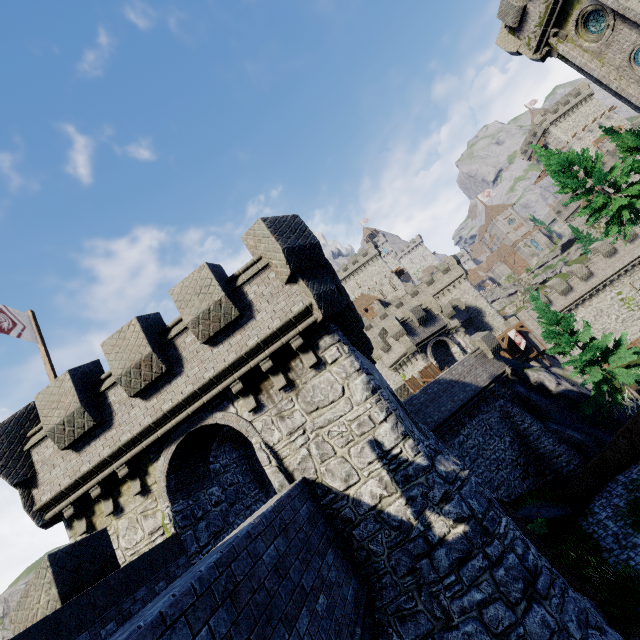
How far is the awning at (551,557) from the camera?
7.71m

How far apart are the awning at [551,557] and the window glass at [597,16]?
27.1m

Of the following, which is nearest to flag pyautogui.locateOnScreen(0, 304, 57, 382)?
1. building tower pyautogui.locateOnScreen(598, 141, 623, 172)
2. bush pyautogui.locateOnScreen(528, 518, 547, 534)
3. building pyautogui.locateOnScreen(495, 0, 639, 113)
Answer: bush pyautogui.locateOnScreen(528, 518, 547, 534)

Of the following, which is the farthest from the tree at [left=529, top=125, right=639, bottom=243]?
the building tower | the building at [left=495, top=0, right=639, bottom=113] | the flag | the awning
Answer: the flag

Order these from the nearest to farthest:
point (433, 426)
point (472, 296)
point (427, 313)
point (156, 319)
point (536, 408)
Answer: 1. point (156, 319)
2. point (433, 426)
3. point (536, 408)
4. point (427, 313)
5. point (472, 296)

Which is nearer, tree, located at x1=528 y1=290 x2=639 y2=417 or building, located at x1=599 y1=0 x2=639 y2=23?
building, located at x1=599 y1=0 x2=639 y2=23

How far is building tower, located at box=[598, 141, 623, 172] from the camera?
49.5m

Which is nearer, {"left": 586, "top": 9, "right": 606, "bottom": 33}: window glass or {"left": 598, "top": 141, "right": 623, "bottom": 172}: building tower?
{"left": 586, "top": 9, "right": 606, "bottom": 33}: window glass
